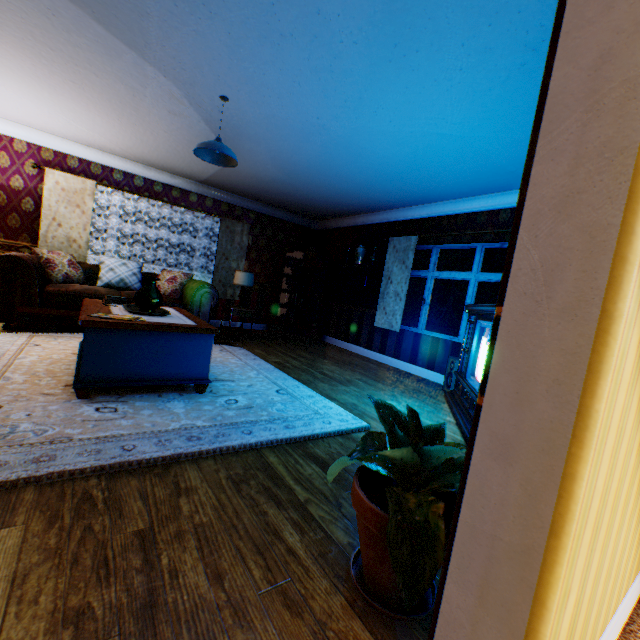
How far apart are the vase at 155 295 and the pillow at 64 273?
2.8 meters

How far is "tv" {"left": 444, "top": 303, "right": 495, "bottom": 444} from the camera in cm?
349

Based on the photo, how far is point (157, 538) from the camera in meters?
1.5

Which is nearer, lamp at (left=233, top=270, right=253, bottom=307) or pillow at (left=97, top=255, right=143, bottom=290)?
pillow at (left=97, top=255, right=143, bottom=290)

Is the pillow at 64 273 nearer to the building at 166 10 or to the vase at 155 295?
the building at 166 10

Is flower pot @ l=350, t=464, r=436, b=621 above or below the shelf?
below

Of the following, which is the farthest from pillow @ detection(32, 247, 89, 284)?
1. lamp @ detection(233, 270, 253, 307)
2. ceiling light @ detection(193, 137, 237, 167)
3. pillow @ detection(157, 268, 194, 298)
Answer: ceiling light @ detection(193, 137, 237, 167)

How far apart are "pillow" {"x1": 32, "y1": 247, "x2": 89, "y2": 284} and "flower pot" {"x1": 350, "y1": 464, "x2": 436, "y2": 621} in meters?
5.8
